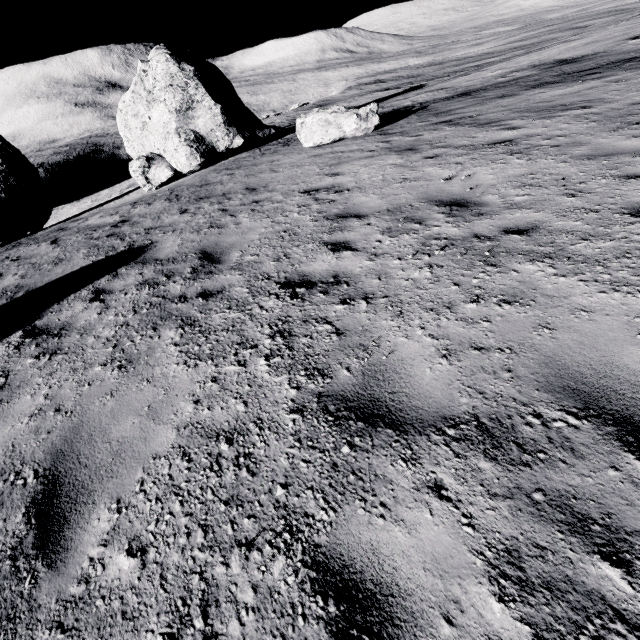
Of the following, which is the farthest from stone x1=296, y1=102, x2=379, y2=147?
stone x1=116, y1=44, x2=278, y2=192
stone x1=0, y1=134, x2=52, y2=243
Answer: stone x1=0, y1=134, x2=52, y2=243

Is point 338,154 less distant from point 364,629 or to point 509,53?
point 364,629

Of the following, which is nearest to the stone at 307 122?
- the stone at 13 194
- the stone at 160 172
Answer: the stone at 160 172

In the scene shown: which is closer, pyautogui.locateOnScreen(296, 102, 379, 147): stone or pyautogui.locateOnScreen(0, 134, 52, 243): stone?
pyautogui.locateOnScreen(296, 102, 379, 147): stone

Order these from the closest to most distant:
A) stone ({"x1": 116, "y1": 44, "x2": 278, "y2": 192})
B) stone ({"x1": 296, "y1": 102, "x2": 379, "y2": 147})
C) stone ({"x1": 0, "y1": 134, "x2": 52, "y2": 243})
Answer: stone ({"x1": 296, "y1": 102, "x2": 379, "y2": 147}) → stone ({"x1": 116, "y1": 44, "x2": 278, "y2": 192}) → stone ({"x1": 0, "y1": 134, "x2": 52, "y2": 243})

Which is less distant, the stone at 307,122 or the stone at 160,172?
the stone at 307,122

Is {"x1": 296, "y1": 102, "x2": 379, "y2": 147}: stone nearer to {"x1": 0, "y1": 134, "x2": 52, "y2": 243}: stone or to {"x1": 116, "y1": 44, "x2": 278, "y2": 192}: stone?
{"x1": 116, "y1": 44, "x2": 278, "y2": 192}: stone
